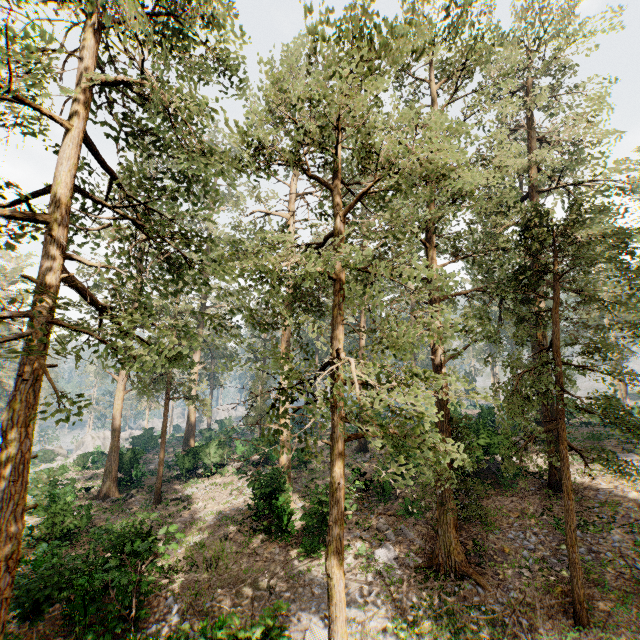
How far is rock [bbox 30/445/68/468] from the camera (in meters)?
46.40

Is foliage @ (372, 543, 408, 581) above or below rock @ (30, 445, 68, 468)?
above

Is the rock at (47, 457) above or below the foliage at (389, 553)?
below

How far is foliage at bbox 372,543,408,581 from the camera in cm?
1337

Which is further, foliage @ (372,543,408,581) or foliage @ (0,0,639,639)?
foliage @ (372,543,408,581)

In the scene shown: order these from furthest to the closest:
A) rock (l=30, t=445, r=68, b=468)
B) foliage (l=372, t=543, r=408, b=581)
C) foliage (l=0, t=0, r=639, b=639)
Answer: rock (l=30, t=445, r=68, b=468) → foliage (l=372, t=543, r=408, b=581) → foliage (l=0, t=0, r=639, b=639)

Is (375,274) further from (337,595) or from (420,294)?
(337,595)

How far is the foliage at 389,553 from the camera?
13.4 meters
